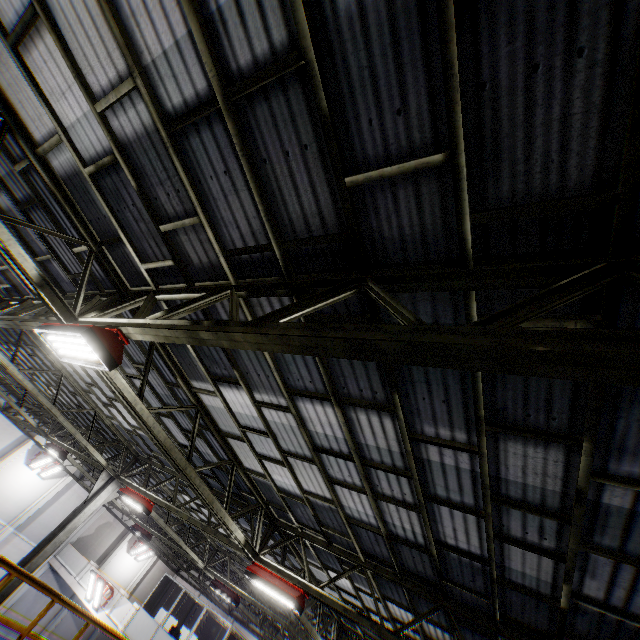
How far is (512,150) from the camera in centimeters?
218cm

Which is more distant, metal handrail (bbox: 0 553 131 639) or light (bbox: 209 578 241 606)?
light (bbox: 209 578 241 606)

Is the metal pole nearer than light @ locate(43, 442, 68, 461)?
Yes

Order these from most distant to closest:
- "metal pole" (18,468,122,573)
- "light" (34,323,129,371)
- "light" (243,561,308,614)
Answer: "metal pole" (18,468,122,573) < "light" (243,561,308,614) < "light" (34,323,129,371)

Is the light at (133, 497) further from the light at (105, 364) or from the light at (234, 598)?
the light at (105, 364)

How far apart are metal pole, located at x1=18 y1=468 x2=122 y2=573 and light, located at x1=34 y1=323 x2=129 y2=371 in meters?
10.1

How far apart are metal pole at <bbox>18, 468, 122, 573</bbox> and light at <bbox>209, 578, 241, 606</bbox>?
6.66m

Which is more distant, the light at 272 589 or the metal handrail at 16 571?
the light at 272 589
